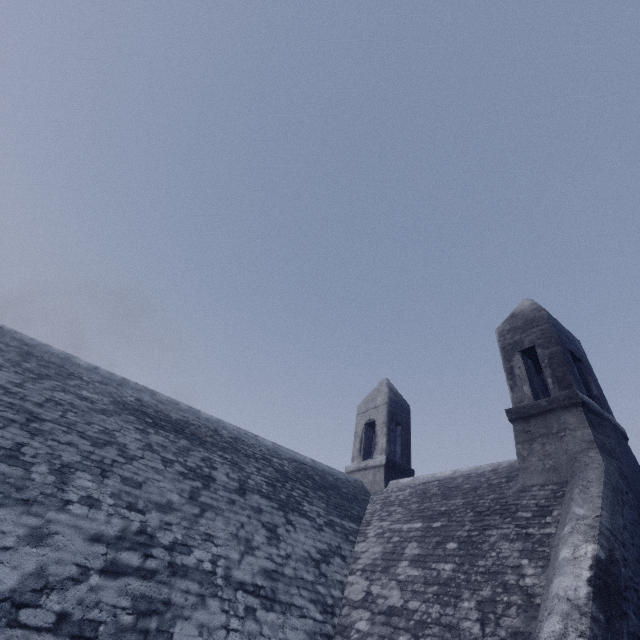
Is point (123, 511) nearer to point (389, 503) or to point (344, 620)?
point (344, 620)
